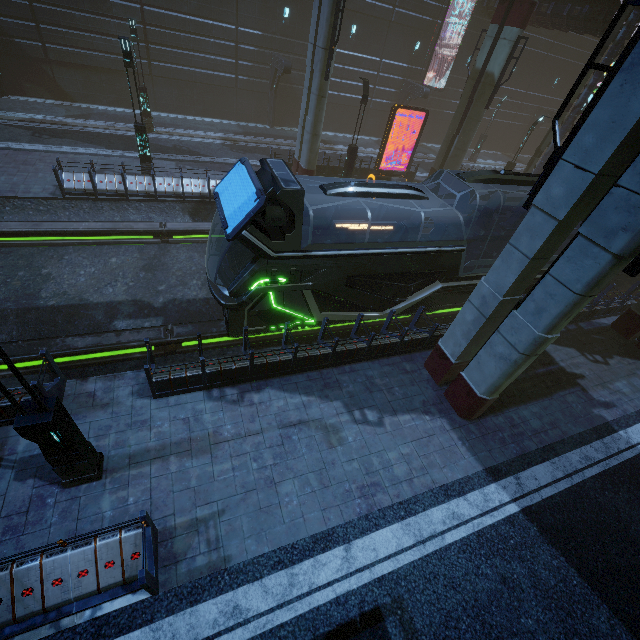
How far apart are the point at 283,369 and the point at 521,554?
7.03m

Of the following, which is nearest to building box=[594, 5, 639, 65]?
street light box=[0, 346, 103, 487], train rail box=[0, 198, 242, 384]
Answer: train rail box=[0, 198, 242, 384]

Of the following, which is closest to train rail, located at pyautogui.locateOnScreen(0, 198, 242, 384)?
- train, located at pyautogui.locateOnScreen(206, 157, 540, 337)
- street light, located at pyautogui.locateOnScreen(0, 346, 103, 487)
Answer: train, located at pyautogui.locateOnScreen(206, 157, 540, 337)

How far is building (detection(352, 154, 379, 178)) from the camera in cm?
2180

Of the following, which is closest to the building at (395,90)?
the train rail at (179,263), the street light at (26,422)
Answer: the train rail at (179,263)

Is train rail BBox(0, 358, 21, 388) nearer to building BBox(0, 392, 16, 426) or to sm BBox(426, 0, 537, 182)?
building BBox(0, 392, 16, 426)

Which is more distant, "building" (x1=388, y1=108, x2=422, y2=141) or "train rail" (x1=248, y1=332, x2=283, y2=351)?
"building" (x1=388, y1=108, x2=422, y2=141)

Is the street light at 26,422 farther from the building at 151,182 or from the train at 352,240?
the train at 352,240
